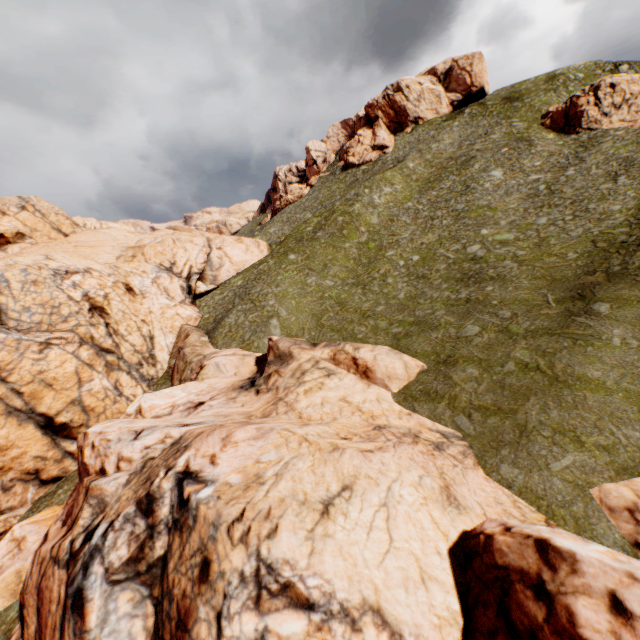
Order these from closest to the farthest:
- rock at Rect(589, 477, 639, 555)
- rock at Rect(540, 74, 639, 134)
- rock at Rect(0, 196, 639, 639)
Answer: rock at Rect(0, 196, 639, 639) → rock at Rect(589, 477, 639, 555) → rock at Rect(540, 74, 639, 134)

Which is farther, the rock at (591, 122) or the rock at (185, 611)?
the rock at (591, 122)

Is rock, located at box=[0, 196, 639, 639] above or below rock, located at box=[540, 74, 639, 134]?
below

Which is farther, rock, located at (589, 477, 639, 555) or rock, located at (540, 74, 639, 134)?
rock, located at (540, 74, 639, 134)

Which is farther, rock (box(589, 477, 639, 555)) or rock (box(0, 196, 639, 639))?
rock (box(589, 477, 639, 555))

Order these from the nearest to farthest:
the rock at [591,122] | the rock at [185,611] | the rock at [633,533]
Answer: the rock at [185,611] → the rock at [633,533] → the rock at [591,122]

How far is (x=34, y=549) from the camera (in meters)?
16.55
